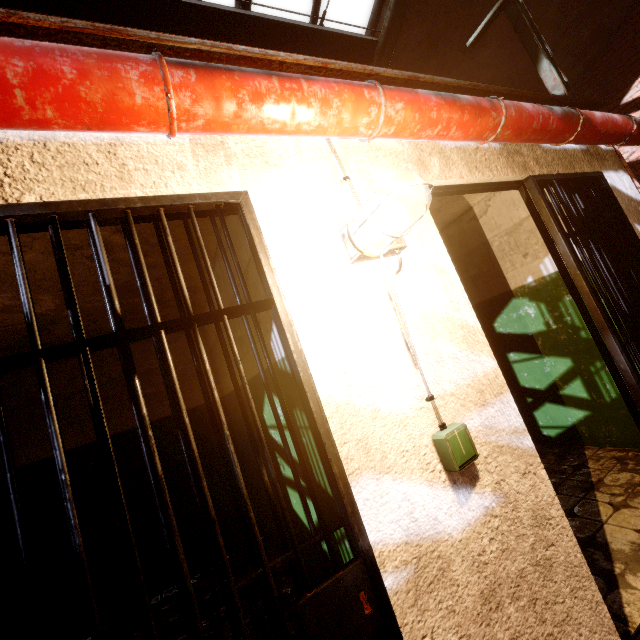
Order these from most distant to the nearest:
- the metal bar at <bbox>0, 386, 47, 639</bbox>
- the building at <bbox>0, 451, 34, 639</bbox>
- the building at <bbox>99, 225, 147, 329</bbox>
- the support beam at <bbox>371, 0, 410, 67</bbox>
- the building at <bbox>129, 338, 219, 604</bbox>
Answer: the support beam at <bbox>371, 0, 410, 67</bbox> → the building at <bbox>129, 338, 219, 604</bbox> → the building at <bbox>0, 451, 34, 639</bbox> → the building at <bbox>99, 225, 147, 329</bbox> → the metal bar at <bbox>0, 386, 47, 639</bbox>

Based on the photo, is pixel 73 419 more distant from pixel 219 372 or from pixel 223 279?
pixel 223 279

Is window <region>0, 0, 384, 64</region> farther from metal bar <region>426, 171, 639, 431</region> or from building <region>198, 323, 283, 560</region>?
metal bar <region>426, 171, 639, 431</region>

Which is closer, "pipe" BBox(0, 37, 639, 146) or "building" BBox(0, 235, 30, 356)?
"pipe" BBox(0, 37, 639, 146)

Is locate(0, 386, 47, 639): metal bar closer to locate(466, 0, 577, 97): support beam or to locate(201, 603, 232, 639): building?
locate(201, 603, 232, 639): building

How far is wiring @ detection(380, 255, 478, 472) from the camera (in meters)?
1.19

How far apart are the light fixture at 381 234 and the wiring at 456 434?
0.1 meters

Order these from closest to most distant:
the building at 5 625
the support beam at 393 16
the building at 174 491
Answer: the building at 5 625, the building at 174 491, the support beam at 393 16
